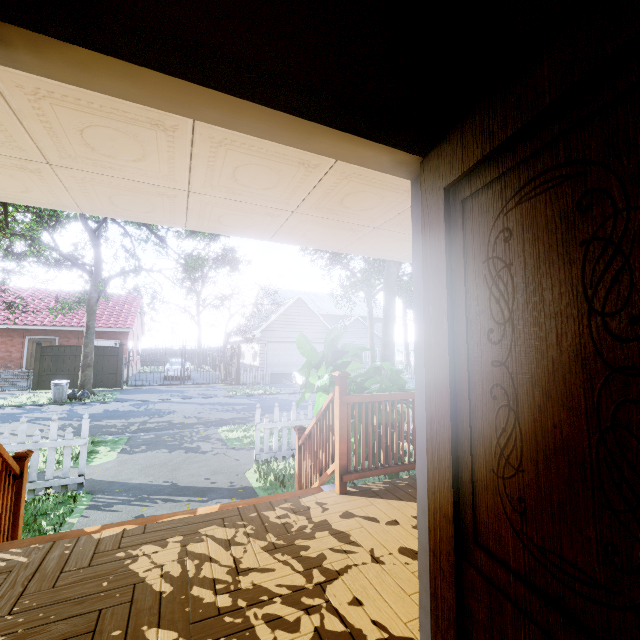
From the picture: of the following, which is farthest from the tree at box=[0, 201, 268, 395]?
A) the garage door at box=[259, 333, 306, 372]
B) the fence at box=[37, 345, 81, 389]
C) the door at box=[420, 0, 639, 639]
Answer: the door at box=[420, 0, 639, 639]

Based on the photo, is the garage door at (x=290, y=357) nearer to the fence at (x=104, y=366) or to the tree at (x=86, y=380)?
the tree at (x=86, y=380)

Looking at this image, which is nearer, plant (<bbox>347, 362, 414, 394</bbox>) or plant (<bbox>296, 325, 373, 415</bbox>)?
plant (<bbox>296, 325, 373, 415</bbox>)

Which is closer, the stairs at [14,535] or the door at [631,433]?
the door at [631,433]

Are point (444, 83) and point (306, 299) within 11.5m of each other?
no

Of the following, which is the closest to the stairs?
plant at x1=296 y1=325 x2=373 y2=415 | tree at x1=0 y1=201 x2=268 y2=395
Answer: plant at x1=296 y1=325 x2=373 y2=415

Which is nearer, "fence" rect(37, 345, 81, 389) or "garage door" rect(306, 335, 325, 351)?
"fence" rect(37, 345, 81, 389)

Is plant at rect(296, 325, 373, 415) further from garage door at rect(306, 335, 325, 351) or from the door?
garage door at rect(306, 335, 325, 351)
